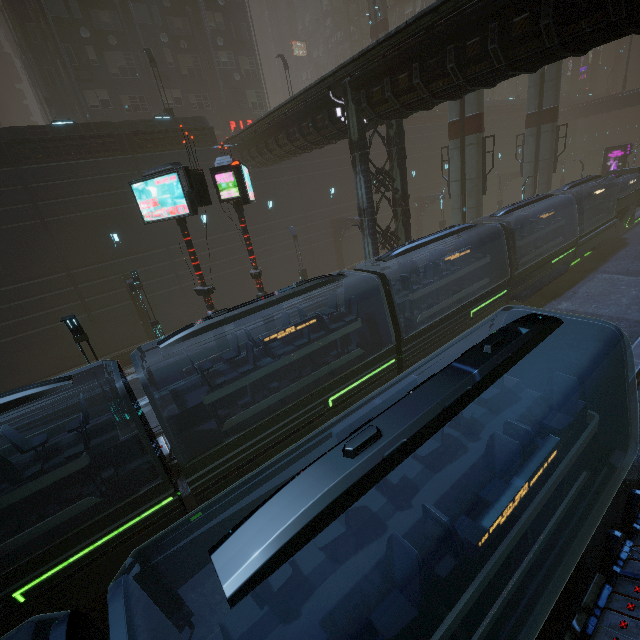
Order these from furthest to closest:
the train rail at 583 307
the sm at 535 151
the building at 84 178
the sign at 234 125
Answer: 1. the sign at 234 125
2. the sm at 535 151
3. the building at 84 178
4. the train rail at 583 307

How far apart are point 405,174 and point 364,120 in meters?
3.3 m

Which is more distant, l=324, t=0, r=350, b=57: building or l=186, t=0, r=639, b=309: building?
l=324, t=0, r=350, b=57: building

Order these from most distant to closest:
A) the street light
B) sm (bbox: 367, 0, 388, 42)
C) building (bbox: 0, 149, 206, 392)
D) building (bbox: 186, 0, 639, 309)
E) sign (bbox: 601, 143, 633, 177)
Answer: sign (bbox: 601, 143, 633, 177)
sm (bbox: 367, 0, 388, 42)
building (bbox: 0, 149, 206, 392)
the street light
building (bbox: 186, 0, 639, 309)

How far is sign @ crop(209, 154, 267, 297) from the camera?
11.73m

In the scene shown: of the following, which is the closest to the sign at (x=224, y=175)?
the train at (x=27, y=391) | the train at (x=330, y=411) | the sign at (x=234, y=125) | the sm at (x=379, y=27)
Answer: the train at (x=330, y=411)

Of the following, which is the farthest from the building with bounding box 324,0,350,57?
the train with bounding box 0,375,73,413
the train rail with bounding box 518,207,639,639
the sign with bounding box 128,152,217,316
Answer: the train with bounding box 0,375,73,413

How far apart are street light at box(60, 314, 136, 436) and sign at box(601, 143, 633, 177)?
50.2m
